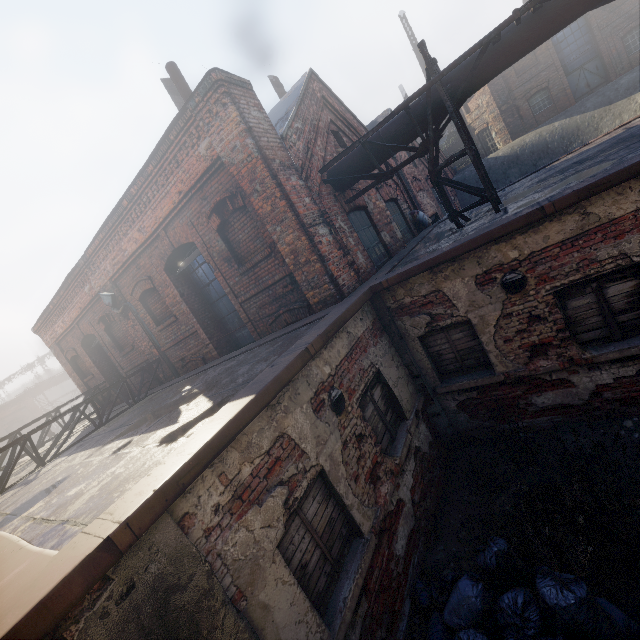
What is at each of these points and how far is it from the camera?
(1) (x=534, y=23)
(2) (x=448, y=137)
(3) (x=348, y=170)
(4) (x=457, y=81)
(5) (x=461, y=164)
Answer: (1) pipe, 5.2m
(2) building, 28.0m
(3) pipe, 7.5m
(4) pipe, 6.0m
(5) building, 25.8m

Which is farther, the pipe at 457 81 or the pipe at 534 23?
the pipe at 457 81

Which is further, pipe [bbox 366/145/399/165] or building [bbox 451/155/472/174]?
building [bbox 451/155/472/174]

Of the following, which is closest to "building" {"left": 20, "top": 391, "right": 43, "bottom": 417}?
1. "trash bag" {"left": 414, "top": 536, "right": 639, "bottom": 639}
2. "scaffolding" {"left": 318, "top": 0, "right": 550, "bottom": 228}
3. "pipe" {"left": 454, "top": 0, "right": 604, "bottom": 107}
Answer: "scaffolding" {"left": 318, "top": 0, "right": 550, "bottom": 228}

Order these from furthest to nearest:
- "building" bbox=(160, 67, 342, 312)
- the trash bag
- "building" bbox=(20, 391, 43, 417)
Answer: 1. "building" bbox=(20, 391, 43, 417)
2. "building" bbox=(160, 67, 342, 312)
3. the trash bag

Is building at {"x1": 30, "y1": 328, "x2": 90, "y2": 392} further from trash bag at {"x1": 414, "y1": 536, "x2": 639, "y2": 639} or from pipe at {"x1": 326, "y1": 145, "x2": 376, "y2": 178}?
trash bag at {"x1": 414, "y1": 536, "x2": 639, "y2": 639}

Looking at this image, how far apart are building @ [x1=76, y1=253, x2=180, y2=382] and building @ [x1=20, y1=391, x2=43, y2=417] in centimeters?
2861cm

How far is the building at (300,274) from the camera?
5.6m
